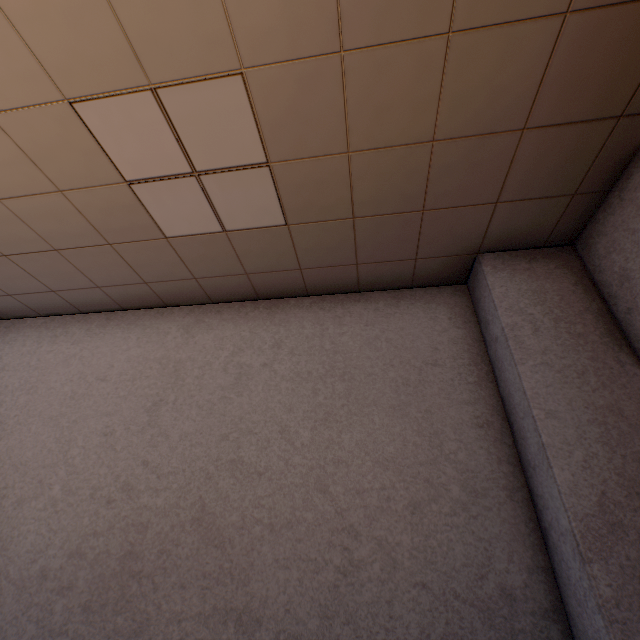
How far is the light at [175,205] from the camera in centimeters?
216cm

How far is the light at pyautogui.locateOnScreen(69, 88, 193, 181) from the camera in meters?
1.7 m

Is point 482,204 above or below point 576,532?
above
